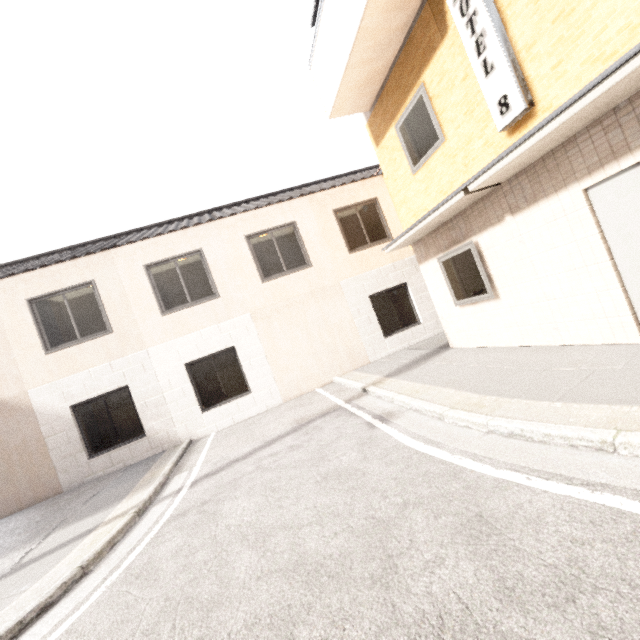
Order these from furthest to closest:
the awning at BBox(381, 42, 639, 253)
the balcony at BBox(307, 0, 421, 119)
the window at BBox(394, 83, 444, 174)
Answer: the window at BBox(394, 83, 444, 174), the balcony at BBox(307, 0, 421, 119), the awning at BBox(381, 42, 639, 253)

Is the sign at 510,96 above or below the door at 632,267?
above

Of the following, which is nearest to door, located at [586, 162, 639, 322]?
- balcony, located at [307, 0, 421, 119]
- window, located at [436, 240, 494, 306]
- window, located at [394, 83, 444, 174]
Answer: window, located at [436, 240, 494, 306]

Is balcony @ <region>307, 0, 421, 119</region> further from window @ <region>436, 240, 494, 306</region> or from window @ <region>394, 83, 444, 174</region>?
window @ <region>436, 240, 494, 306</region>

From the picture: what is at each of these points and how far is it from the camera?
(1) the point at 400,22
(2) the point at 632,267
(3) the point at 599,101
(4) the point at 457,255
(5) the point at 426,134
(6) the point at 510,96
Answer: (1) balcony, 5.57m
(2) door, 3.95m
(3) awning, 3.19m
(4) window, 6.48m
(5) window, 6.23m
(6) sign, 4.35m

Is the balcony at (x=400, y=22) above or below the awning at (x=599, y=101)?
above

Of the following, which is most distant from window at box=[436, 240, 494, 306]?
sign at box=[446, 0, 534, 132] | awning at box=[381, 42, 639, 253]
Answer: sign at box=[446, 0, 534, 132]
